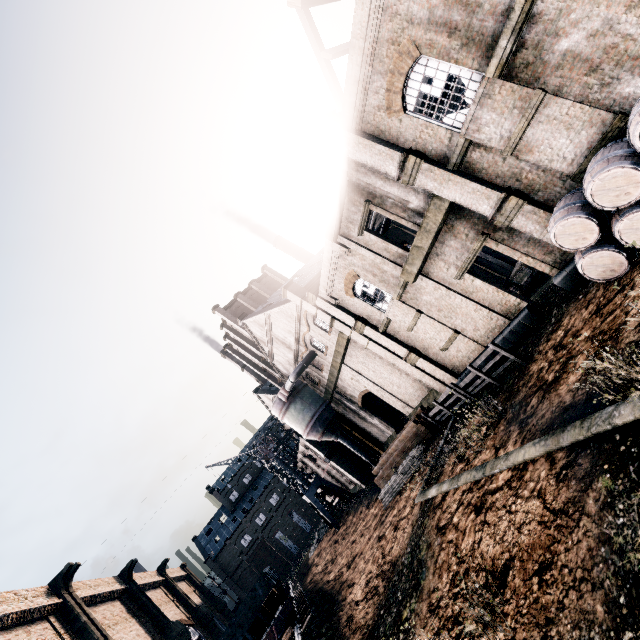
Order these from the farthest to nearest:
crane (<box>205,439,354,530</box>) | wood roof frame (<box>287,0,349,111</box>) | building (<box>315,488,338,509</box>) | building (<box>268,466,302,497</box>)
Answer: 1. building (<box>268,466,302,497</box>)
2. building (<box>315,488,338,509</box>)
3. crane (<box>205,439,354,530</box>)
4. wood roof frame (<box>287,0,349,111</box>)

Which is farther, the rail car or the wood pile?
the wood pile

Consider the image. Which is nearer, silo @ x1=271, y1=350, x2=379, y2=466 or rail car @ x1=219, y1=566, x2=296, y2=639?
rail car @ x1=219, y1=566, x2=296, y2=639

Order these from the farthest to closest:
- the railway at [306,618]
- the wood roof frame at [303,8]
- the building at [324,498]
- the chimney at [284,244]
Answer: the chimney at [284,244]
the building at [324,498]
the wood roof frame at [303,8]
the railway at [306,618]

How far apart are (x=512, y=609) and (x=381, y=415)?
31.57m

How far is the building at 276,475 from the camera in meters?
48.4

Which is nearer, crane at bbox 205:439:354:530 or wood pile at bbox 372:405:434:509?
wood pile at bbox 372:405:434:509

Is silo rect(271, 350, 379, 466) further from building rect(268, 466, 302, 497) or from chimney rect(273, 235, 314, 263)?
chimney rect(273, 235, 314, 263)
